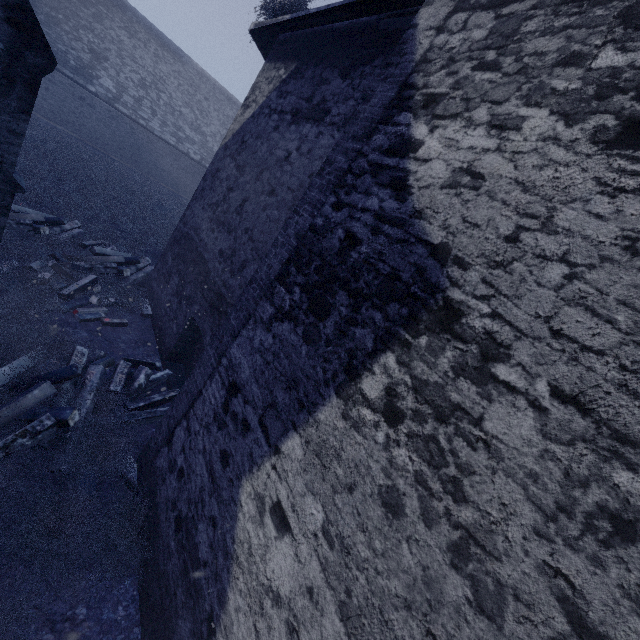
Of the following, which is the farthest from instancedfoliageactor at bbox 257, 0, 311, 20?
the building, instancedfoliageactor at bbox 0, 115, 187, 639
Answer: instancedfoliageactor at bbox 0, 115, 187, 639

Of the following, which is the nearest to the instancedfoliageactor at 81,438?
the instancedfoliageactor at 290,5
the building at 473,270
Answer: the building at 473,270

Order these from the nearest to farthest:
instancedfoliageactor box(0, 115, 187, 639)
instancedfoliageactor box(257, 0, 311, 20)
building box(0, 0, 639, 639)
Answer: building box(0, 0, 639, 639)
instancedfoliageactor box(0, 115, 187, 639)
instancedfoliageactor box(257, 0, 311, 20)

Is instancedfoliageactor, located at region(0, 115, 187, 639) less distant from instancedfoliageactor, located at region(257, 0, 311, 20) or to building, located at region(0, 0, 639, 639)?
building, located at region(0, 0, 639, 639)

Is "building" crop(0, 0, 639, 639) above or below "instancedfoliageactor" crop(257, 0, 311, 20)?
below

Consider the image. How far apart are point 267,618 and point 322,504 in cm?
92
